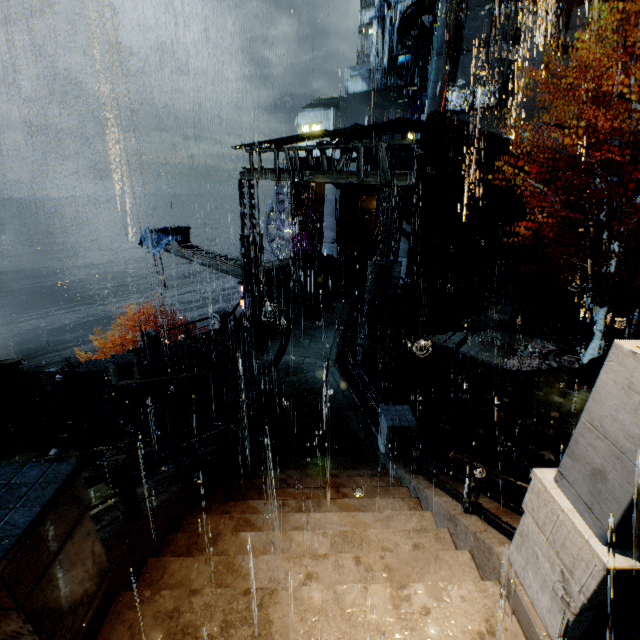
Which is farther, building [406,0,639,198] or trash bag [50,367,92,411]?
Result: building [406,0,639,198]

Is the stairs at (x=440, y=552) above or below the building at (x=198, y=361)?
above

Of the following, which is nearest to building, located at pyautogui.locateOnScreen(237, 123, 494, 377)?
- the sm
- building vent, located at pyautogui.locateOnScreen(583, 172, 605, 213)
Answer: the sm

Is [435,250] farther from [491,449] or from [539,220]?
[491,449]

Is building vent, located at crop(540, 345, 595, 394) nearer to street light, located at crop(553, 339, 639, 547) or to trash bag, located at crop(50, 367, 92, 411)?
street light, located at crop(553, 339, 639, 547)

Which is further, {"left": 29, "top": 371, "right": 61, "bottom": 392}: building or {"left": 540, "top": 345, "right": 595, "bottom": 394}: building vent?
{"left": 29, "top": 371, "right": 61, "bottom": 392}: building

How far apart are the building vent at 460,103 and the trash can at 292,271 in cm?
2566

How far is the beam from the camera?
18.2m
